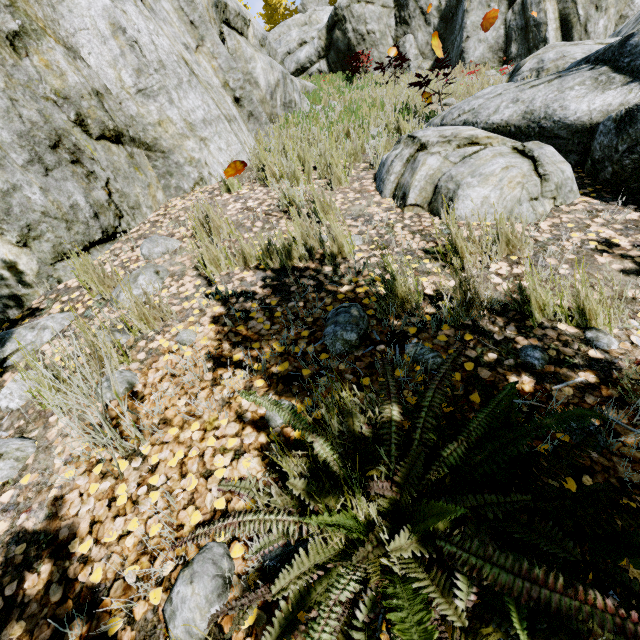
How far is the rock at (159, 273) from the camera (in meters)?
2.64

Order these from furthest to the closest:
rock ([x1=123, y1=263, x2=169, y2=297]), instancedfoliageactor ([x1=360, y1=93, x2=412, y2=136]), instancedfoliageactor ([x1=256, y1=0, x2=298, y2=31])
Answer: instancedfoliageactor ([x1=256, y1=0, x2=298, y2=31]) < instancedfoliageactor ([x1=360, y1=93, x2=412, y2=136]) < rock ([x1=123, y1=263, x2=169, y2=297])

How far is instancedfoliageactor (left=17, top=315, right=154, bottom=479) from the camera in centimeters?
148cm

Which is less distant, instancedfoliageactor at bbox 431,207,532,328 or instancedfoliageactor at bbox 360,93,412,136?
instancedfoliageactor at bbox 431,207,532,328

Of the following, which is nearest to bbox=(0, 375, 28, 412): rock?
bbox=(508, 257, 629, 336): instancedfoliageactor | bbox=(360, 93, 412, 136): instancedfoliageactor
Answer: bbox=(360, 93, 412, 136): instancedfoliageactor

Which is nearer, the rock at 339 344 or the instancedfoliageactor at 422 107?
the rock at 339 344

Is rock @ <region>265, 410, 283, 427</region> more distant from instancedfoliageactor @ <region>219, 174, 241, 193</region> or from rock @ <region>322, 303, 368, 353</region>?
rock @ <region>322, 303, 368, 353</region>

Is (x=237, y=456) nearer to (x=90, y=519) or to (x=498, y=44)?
(x=90, y=519)
